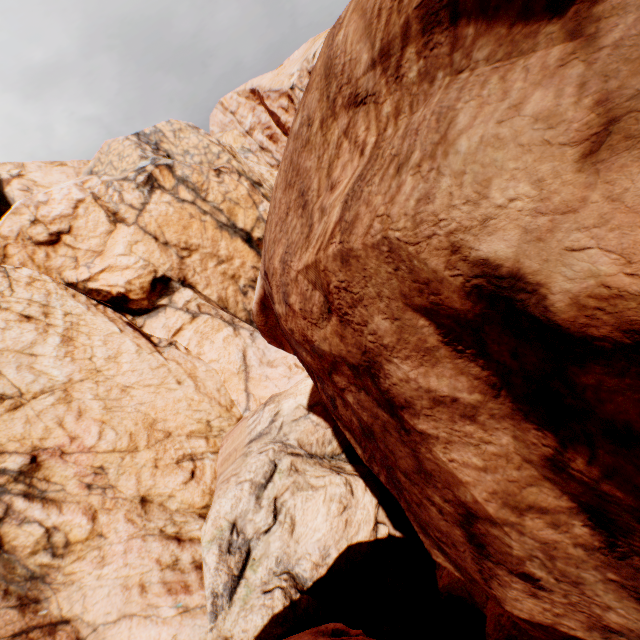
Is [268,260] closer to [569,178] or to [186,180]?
[569,178]
